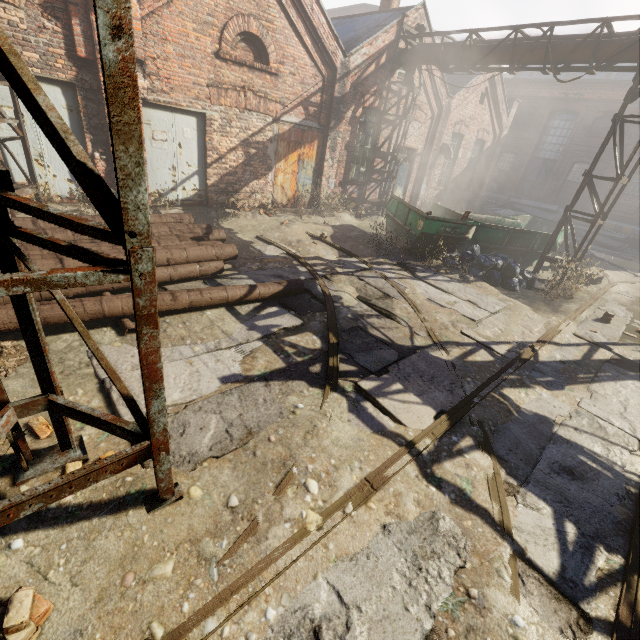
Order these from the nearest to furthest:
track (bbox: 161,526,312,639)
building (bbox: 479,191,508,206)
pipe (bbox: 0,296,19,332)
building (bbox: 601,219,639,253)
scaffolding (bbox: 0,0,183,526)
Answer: scaffolding (bbox: 0,0,183,526) < track (bbox: 161,526,312,639) < pipe (bbox: 0,296,19,332) < building (bbox: 601,219,639,253) < building (bbox: 479,191,508,206)

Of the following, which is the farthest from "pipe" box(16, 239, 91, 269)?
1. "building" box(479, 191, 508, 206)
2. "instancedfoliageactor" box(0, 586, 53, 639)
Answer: "building" box(479, 191, 508, 206)

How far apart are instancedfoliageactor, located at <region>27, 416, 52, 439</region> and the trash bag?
9.48m

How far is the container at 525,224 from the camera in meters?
9.4

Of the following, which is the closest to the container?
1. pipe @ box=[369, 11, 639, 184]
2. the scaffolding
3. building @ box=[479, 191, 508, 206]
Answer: pipe @ box=[369, 11, 639, 184]

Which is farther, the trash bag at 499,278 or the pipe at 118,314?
the trash bag at 499,278

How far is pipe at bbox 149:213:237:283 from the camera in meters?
5.6 m

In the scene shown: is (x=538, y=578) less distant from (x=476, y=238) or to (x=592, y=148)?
(x=476, y=238)
